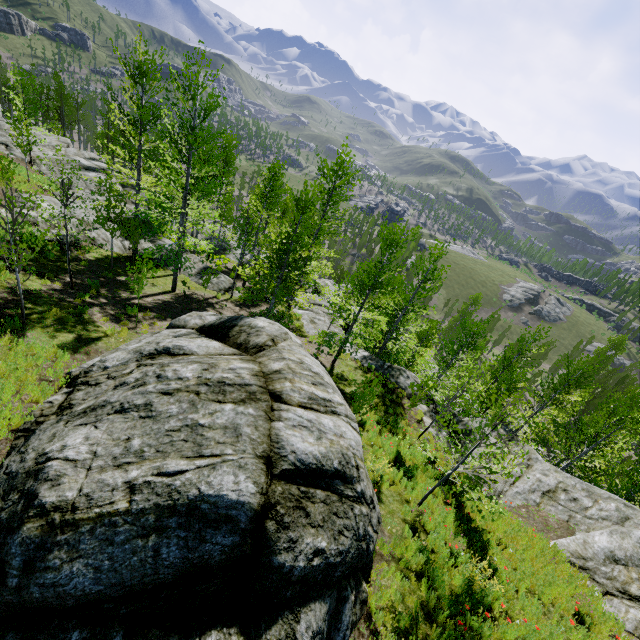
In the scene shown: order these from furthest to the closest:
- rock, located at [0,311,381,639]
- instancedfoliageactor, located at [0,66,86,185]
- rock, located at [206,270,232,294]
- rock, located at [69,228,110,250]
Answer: rock, located at [206,270,232,294], instancedfoliageactor, located at [0,66,86,185], rock, located at [69,228,110,250], rock, located at [0,311,381,639]

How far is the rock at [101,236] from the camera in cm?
1701

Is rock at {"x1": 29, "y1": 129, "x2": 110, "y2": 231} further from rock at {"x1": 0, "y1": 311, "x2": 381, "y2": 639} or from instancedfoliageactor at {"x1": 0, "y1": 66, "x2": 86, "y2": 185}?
rock at {"x1": 0, "y1": 311, "x2": 381, "y2": 639}

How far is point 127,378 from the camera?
6.9 meters

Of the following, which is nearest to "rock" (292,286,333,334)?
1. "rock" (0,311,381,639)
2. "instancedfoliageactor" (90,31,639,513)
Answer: "instancedfoliageactor" (90,31,639,513)

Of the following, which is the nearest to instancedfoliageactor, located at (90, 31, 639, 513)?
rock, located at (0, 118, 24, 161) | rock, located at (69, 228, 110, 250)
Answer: rock, located at (0, 118, 24, 161)

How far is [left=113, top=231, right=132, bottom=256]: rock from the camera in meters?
19.6 m

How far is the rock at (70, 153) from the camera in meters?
19.6 m
